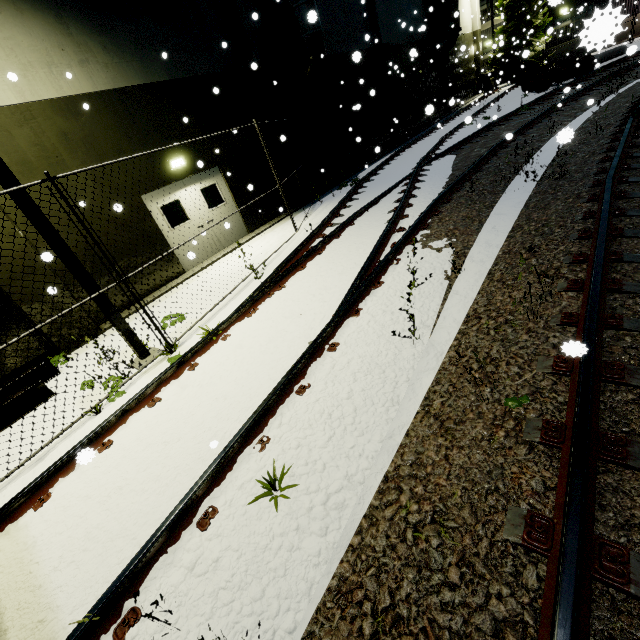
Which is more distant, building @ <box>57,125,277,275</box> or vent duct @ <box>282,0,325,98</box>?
vent duct @ <box>282,0,325,98</box>

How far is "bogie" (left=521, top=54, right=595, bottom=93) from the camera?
17.3 meters

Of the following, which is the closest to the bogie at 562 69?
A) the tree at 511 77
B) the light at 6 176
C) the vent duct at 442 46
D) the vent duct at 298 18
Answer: the vent duct at 442 46

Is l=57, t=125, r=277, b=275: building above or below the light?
below

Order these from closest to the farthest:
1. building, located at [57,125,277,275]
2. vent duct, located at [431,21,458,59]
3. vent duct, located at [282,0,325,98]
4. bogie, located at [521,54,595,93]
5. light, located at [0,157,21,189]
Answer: light, located at [0,157,21,189] < building, located at [57,125,277,275] < vent duct, located at [282,0,325,98] < bogie, located at [521,54,595,93] < vent duct, located at [431,21,458,59]

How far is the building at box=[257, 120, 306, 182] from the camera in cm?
1230

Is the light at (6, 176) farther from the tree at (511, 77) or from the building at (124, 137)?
the tree at (511, 77)

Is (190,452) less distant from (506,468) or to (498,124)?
(506,468)
